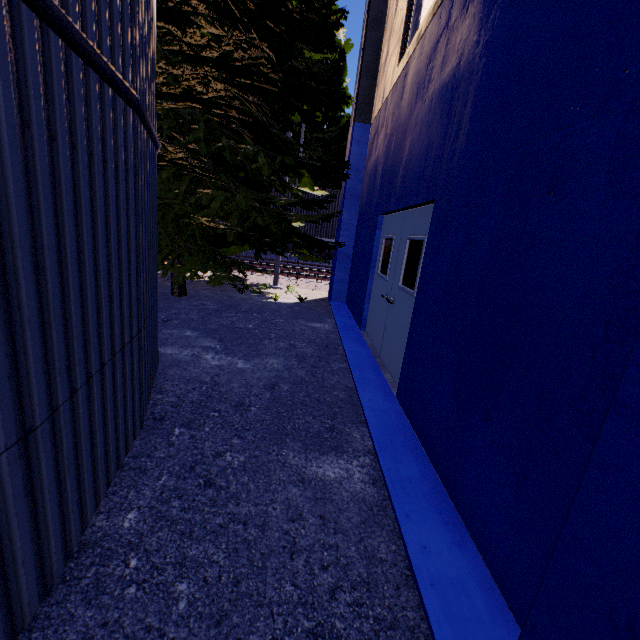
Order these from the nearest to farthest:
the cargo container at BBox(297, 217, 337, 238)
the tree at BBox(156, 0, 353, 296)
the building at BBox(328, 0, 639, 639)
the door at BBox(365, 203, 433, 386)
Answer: the building at BBox(328, 0, 639, 639) → the door at BBox(365, 203, 433, 386) → the tree at BBox(156, 0, 353, 296) → the cargo container at BBox(297, 217, 337, 238)

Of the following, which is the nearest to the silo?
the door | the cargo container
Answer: the door

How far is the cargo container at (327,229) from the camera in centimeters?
1641cm

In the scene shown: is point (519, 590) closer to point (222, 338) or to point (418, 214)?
point (418, 214)

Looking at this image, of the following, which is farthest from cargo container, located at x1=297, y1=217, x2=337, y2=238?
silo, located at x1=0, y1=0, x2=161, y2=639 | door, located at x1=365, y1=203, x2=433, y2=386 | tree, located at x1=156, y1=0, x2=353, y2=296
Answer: silo, located at x1=0, y1=0, x2=161, y2=639

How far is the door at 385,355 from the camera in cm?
436

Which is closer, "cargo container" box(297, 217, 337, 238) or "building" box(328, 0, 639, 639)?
"building" box(328, 0, 639, 639)

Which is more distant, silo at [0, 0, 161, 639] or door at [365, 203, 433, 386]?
door at [365, 203, 433, 386]
